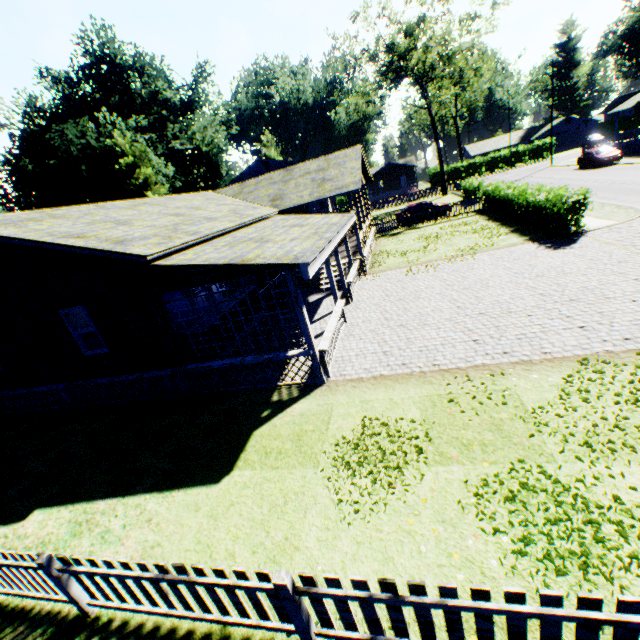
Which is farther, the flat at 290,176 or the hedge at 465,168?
the hedge at 465,168

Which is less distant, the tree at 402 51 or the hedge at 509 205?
the hedge at 509 205

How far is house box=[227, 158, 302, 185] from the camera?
37.84m

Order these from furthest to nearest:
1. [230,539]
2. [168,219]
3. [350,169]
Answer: [350,169]
[168,219]
[230,539]

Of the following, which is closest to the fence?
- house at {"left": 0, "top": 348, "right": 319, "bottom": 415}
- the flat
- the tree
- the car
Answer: the tree

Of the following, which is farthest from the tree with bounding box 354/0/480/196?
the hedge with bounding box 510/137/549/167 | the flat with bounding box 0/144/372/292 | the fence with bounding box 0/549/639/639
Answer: the flat with bounding box 0/144/372/292

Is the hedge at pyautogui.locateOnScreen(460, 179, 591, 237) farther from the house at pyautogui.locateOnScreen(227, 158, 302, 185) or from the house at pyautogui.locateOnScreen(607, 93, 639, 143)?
the house at pyautogui.locateOnScreen(607, 93, 639, 143)

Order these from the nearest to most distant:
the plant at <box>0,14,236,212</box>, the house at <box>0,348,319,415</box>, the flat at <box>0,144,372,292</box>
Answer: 1. the flat at <box>0,144,372,292</box>
2. the house at <box>0,348,319,415</box>
3. the plant at <box>0,14,236,212</box>
